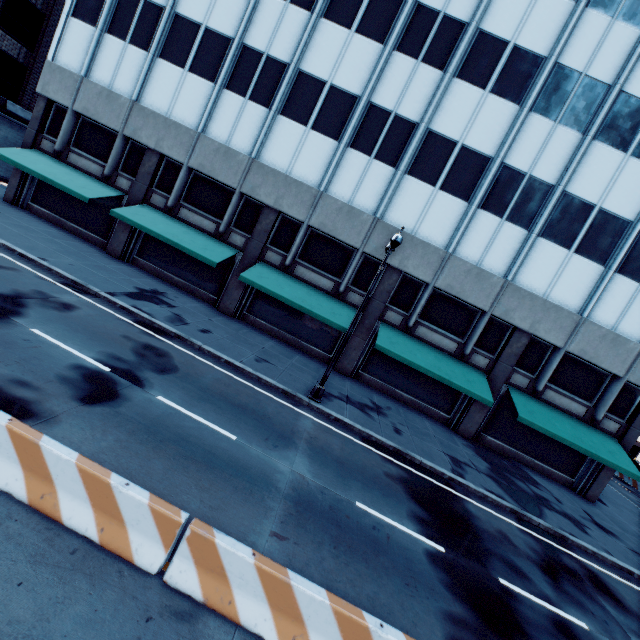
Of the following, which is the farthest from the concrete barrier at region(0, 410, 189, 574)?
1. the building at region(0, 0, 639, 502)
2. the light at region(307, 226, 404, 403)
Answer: the building at region(0, 0, 639, 502)

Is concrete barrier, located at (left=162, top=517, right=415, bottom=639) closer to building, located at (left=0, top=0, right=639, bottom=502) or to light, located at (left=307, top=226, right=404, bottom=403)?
light, located at (left=307, top=226, right=404, bottom=403)

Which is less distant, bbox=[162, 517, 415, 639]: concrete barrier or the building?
bbox=[162, 517, 415, 639]: concrete barrier

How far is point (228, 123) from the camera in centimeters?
1862cm

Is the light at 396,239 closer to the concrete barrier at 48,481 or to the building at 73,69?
the building at 73,69
